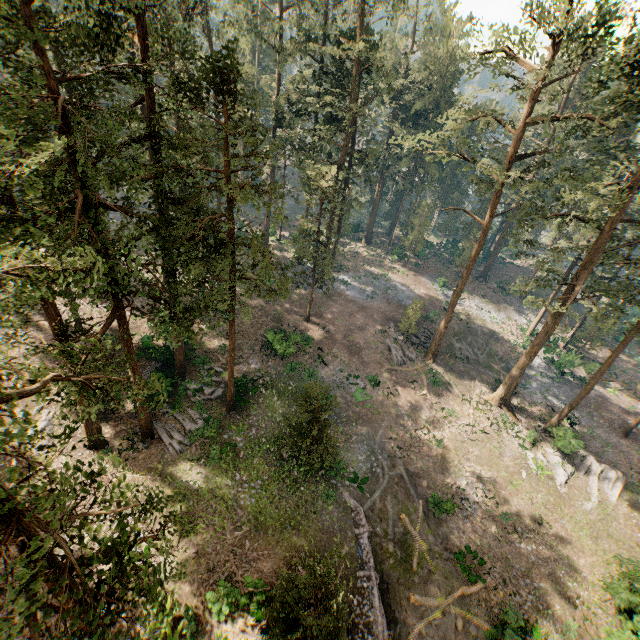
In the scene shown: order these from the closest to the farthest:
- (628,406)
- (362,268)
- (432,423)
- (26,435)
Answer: (26,435)
(432,423)
(628,406)
(362,268)

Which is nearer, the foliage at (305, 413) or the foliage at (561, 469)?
the foliage at (305, 413)

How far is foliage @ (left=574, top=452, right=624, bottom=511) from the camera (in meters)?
26.28

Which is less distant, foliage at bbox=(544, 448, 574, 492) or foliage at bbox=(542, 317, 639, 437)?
foliage at bbox=(542, 317, 639, 437)

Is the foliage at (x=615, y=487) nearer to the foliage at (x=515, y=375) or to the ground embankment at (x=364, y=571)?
the foliage at (x=515, y=375)

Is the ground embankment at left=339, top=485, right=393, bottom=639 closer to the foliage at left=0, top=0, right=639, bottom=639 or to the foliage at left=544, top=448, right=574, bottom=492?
the foliage at left=0, top=0, right=639, bottom=639

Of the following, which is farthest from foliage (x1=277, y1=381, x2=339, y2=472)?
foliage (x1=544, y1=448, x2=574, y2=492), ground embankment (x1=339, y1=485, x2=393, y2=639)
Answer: ground embankment (x1=339, y1=485, x2=393, y2=639)
